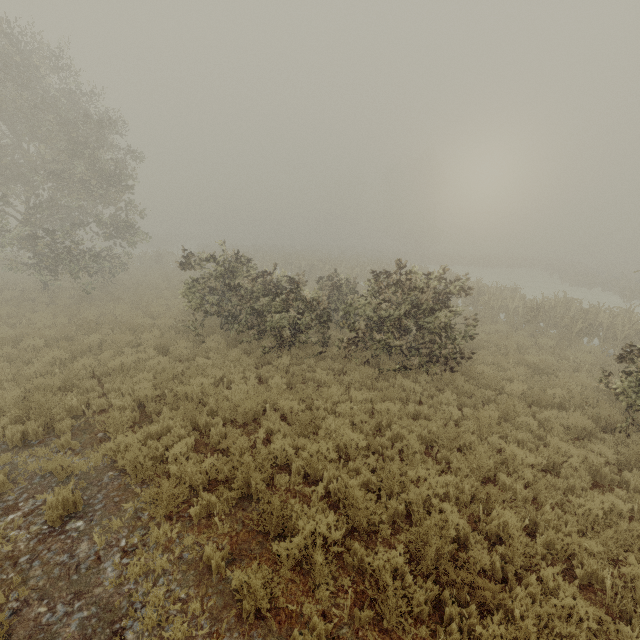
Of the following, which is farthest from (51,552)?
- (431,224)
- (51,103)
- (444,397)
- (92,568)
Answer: (431,224)
